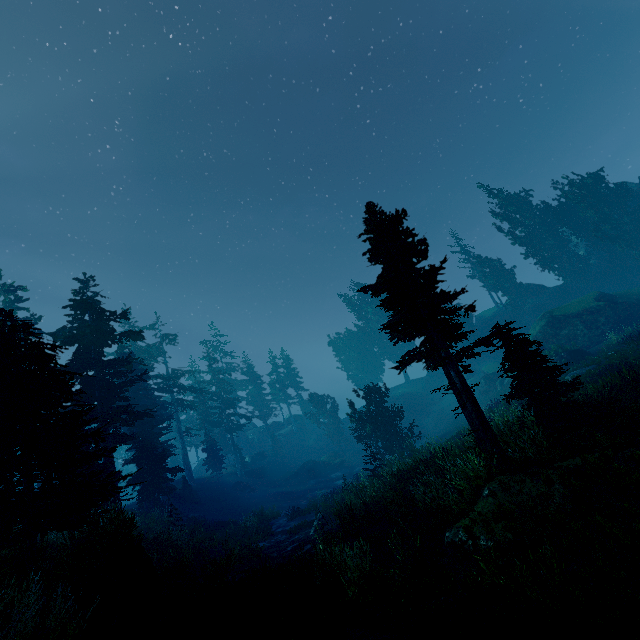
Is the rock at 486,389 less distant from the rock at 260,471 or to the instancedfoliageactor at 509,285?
the instancedfoliageactor at 509,285

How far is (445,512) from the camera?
9.59m

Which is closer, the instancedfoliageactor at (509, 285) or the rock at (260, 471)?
the instancedfoliageactor at (509, 285)

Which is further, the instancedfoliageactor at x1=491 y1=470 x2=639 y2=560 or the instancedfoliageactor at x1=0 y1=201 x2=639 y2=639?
the instancedfoliageactor at x1=0 y1=201 x2=639 y2=639

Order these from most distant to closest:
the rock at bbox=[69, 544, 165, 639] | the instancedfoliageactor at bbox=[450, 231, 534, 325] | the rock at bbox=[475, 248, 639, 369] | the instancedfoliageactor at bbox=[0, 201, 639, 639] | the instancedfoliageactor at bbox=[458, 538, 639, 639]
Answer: the instancedfoliageactor at bbox=[450, 231, 534, 325], the rock at bbox=[475, 248, 639, 369], the instancedfoliageactor at bbox=[0, 201, 639, 639], the rock at bbox=[69, 544, 165, 639], the instancedfoliageactor at bbox=[458, 538, 639, 639]

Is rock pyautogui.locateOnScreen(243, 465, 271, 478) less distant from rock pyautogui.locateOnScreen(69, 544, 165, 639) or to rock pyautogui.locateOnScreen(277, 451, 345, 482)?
rock pyautogui.locateOnScreen(277, 451, 345, 482)

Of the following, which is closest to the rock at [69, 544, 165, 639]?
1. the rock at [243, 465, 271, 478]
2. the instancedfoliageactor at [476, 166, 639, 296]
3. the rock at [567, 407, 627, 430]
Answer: the instancedfoliageactor at [476, 166, 639, 296]
